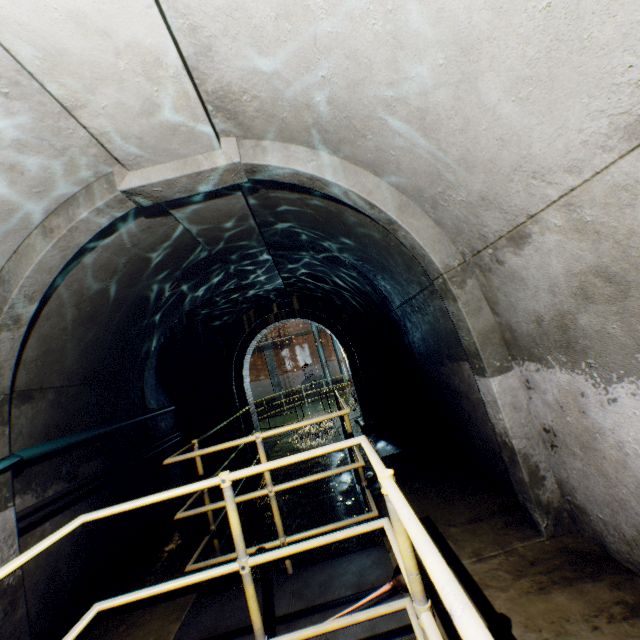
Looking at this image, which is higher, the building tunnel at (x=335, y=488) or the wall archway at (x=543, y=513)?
the wall archway at (x=543, y=513)

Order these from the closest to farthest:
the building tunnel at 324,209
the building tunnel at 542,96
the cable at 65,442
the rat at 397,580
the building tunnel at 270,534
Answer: the building tunnel at 542,96, the rat at 397,580, the cable at 65,442, the building tunnel at 324,209, the building tunnel at 270,534

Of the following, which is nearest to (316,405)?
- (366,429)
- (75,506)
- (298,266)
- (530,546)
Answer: (366,429)

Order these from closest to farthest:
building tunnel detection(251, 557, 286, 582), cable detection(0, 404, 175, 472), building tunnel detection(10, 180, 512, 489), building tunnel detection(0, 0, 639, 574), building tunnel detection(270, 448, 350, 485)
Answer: building tunnel detection(0, 0, 639, 574), cable detection(0, 404, 175, 472), building tunnel detection(10, 180, 512, 489), building tunnel detection(251, 557, 286, 582), building tunnel detection(270, 448, 350, 485)

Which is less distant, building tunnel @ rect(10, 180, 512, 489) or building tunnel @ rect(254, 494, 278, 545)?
building tunnel @ rect(10, 180, 512, 489)

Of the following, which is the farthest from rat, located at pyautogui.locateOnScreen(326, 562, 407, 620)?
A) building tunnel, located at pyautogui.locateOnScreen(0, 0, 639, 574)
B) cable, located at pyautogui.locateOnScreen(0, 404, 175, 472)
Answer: cable, located at pyautogui.locateOnScreen(0, 404, 175, 472)

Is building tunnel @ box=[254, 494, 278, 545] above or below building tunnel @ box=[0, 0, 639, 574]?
below

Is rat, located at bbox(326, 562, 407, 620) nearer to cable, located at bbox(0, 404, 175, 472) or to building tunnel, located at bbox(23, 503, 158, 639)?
building tunnel, located at bbox(23, 503, 158, 639)
